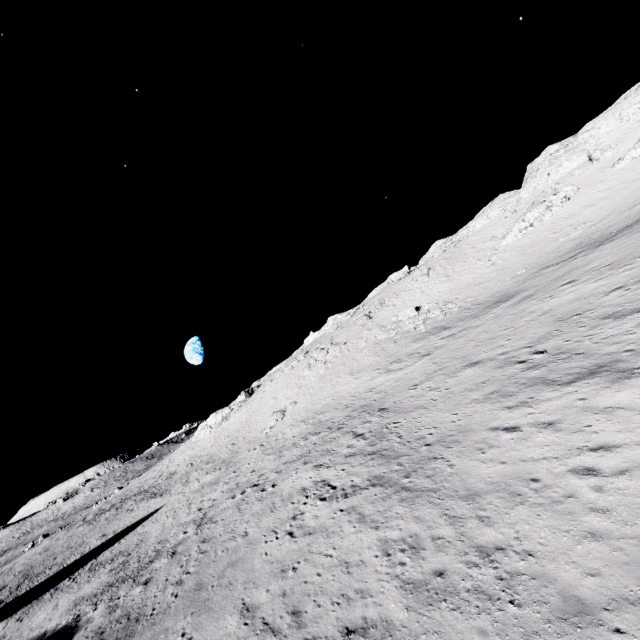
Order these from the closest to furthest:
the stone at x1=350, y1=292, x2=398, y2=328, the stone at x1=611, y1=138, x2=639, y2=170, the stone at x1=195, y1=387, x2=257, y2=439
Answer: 1. the stone at x1=611, y1=138, x2=639, y2=170
2. the stone at x1=350, y1=292, x2=398, y2=328
3. the stone at x1=195, y1=387, x2=257, y2=439

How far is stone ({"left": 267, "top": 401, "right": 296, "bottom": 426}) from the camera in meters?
38.0

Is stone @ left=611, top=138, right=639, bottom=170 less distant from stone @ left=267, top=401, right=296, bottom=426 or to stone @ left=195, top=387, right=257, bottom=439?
stone @ left=267, top=401, right=296, bottom=426

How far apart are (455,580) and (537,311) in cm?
1887

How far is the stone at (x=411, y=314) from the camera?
38.5 meters

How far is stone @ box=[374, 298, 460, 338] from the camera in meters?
38.5 m

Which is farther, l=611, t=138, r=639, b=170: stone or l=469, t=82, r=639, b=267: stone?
l=469, t=82, r=639, b=267: stone

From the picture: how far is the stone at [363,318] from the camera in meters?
49.4
